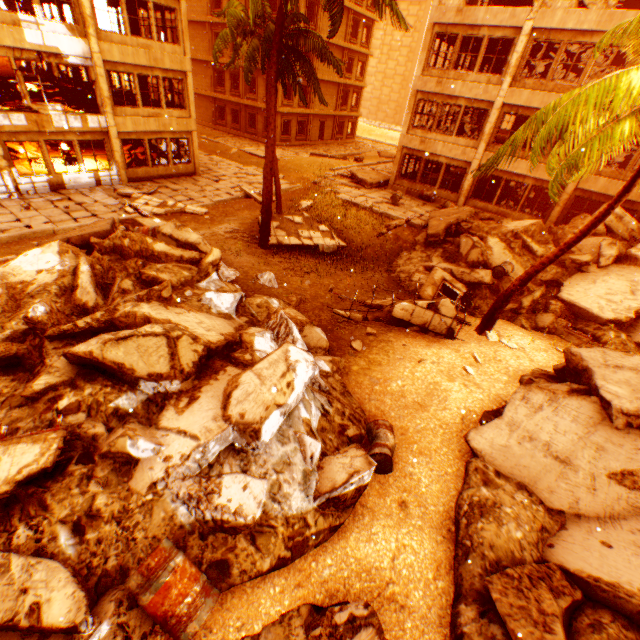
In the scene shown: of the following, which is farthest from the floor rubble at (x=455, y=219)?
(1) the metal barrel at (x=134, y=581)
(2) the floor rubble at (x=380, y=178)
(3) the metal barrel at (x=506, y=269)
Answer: (1) the metal barrel at (x=134, y=581)

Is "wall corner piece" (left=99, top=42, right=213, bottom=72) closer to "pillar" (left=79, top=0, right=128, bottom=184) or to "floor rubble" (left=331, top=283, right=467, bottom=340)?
"pillar" (left=79, top=0, right=128, bottom=184)

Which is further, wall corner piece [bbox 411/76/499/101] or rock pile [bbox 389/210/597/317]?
wall corner piece [bbox 411/76/499/101]

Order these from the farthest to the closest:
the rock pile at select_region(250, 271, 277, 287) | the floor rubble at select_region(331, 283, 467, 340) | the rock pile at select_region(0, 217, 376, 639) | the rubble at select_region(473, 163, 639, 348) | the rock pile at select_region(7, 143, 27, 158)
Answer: the rock pile at select_region(7, 143, 27, 158), the rock pile at select_region(250, 271, 277, 287), the floor rubble at select_region(331, 283, 467, 340), the rubble at select_region(473, 163, 639, 348), the rock pile at select_region(0, 217, 376, 639)

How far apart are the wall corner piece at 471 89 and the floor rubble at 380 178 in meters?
5.3

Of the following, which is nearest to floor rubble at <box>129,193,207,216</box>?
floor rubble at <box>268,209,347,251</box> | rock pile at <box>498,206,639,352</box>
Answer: rock pile at <box>498,206,639,352</box>

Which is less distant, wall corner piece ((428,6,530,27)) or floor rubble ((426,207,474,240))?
floor rubble ((426,207,474,240))

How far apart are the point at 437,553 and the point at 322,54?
15.8 meters
